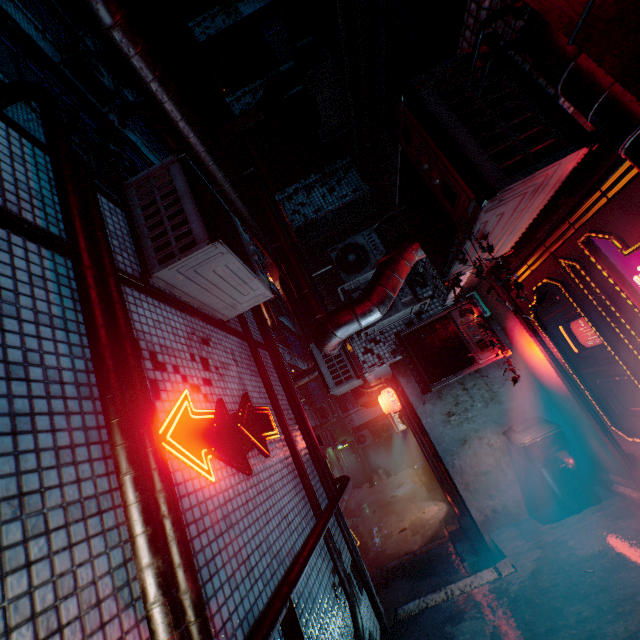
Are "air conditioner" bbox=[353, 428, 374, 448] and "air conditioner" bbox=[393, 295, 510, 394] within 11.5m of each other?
no

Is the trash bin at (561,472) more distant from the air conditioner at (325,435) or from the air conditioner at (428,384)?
the air conditioner at (325,435)

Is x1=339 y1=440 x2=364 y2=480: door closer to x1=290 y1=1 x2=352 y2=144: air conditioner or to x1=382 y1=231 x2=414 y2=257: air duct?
x1=382 y1=231 x2=414 y2=257: air duct

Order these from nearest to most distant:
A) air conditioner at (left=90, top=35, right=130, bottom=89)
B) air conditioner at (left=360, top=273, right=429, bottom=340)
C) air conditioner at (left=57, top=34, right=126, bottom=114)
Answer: air conditioner at (left=360, top=273, right=429, bottom=340) → air conditioner at (left=57, top=34, right=126, bottom=114) → air conditioner at (left=90, top=35, right=130, bottom=89)

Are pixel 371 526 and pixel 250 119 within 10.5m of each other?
no

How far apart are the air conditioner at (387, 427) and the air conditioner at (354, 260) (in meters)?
13.11

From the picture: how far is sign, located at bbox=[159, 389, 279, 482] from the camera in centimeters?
182cm

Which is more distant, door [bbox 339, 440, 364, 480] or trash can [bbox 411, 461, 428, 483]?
door [bbox 339, 440, 364, 480]
